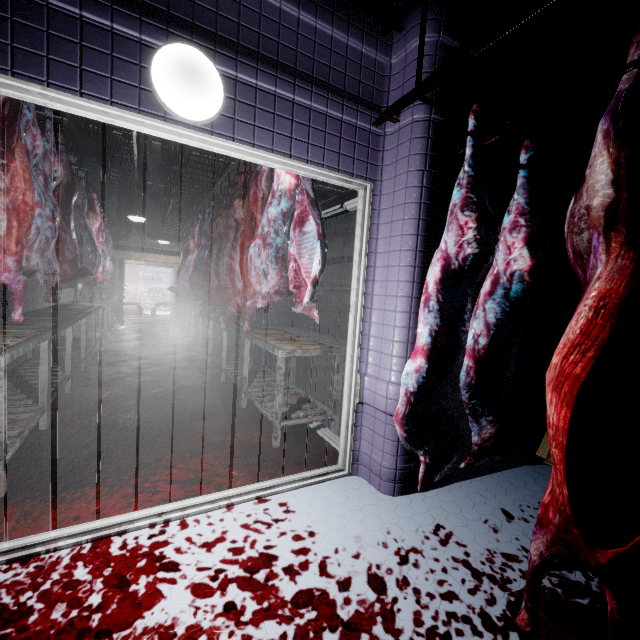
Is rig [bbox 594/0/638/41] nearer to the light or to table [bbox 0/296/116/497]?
the light

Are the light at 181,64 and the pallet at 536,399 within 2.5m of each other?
no

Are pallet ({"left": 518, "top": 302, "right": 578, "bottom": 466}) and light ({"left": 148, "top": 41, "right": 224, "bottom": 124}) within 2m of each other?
no

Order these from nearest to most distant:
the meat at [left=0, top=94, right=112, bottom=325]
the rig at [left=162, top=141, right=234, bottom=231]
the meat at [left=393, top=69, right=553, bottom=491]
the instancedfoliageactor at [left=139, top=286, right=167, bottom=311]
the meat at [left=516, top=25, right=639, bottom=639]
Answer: the meat at [left=516, top=25, right=639, bottom=639] < the meat at [left=393, top=69, right=553, bottom=491] < the meat at [left=0, top=94, right=112, bottom=325] < the rig at [left=162, top=141, right=234, bottom=231] < the instancedfoliageactor at [left=139, top=286, right=167, bottom=311]

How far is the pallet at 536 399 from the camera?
2.51m

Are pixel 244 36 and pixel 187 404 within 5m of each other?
yes

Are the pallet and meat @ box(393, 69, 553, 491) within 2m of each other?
yes

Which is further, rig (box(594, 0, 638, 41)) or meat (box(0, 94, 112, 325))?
meat (box(0, 94, 112, 325))
